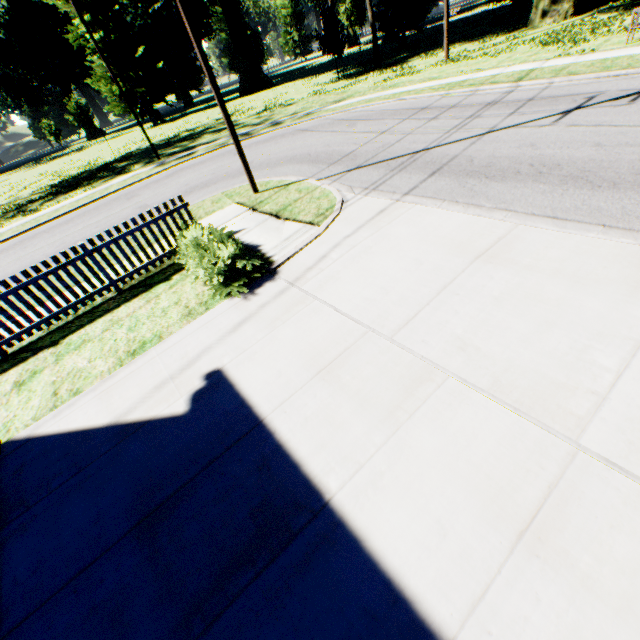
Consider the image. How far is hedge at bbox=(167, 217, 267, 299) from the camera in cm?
602

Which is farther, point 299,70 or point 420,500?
point 299,70

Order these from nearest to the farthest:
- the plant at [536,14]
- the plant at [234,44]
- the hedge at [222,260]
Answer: the hedge at [222,260]
the plant at [536,14]
the plant at [234,44]

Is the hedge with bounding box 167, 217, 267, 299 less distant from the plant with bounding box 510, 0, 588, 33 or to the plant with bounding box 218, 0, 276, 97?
the plant with bounding box 510, 0, 588, 33

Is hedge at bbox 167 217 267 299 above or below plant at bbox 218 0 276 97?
below

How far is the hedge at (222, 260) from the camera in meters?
6.0

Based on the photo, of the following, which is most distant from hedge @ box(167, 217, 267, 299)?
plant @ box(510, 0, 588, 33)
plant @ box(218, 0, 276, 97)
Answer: plant @ box(218, 0, 276, 97)
